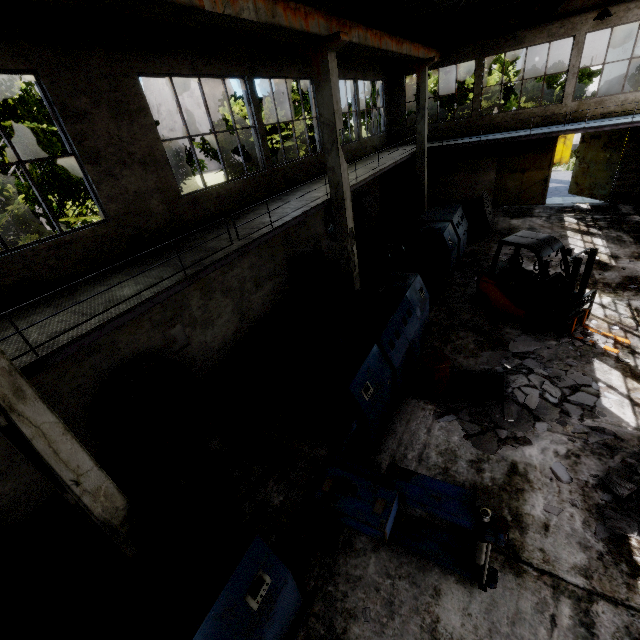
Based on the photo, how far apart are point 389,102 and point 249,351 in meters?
18.0

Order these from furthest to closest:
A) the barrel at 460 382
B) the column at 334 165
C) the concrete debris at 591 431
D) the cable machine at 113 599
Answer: the column at 334 165 < the barrel at 460 382 < the concrete debris at 591 431 < the cable machine at 113 599

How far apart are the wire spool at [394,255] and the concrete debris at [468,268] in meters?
2.1

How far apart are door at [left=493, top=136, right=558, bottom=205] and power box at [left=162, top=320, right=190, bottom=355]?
19.49m

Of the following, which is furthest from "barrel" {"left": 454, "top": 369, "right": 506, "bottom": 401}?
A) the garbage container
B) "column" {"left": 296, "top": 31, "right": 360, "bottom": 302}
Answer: the garbage container

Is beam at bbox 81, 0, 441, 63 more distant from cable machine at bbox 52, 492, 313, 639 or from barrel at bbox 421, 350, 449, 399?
barrel at bbox 421, 350, 449, 399

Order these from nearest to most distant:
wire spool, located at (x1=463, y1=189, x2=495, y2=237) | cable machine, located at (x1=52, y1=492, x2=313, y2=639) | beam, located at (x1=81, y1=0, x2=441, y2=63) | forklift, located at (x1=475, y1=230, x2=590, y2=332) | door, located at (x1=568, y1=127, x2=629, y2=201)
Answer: cable machine, located at (x1=52, y1=492, x2=313, y2=639)
beam, located at (x1=81, y1=0, x2=441, y2=63)
forklift, located at (x1=475, y1=230, x2=590, y2=332)
wire spool, located at (x1=463, y1=189, x2=495, y2=237)
door, located at (x1=568, y1=127, x2=629, y2=201)

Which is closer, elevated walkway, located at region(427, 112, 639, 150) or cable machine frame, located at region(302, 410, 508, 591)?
cable machine frame, located at region(302, 410, 508, 591)
